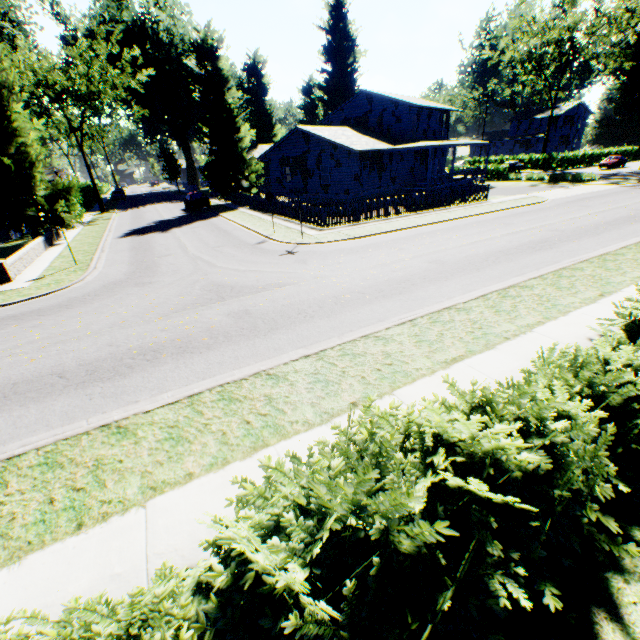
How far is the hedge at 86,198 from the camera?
32.42m

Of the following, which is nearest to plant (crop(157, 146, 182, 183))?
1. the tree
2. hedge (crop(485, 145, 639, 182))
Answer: hedge (crop(485, 145, 639, 182))

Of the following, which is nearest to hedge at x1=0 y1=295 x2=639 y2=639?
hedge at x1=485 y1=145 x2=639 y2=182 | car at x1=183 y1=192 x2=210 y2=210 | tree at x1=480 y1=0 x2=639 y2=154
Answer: car at x1=183 y1=192 x2=210 y2=210

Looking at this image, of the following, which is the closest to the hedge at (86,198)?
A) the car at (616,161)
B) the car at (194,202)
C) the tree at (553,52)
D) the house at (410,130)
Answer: the car at (194,202)

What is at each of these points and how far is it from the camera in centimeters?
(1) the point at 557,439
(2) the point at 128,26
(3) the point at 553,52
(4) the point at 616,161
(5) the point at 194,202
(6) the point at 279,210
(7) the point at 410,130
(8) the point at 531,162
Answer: (1) hedge, 333cm
(2) plant, 4703cm
(3) tree, 4438cm
(4) car, 4500cm
(5) car, 3281cm
(6) fence, 2558cm
(7) house, 3269cm
(8) hedge, 5219cm

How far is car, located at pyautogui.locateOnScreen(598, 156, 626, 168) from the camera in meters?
45.0 m

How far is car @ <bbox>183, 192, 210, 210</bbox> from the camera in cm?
3291

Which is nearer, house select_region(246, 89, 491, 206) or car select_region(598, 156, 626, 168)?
house select_region(246, 89, 491, 206)
